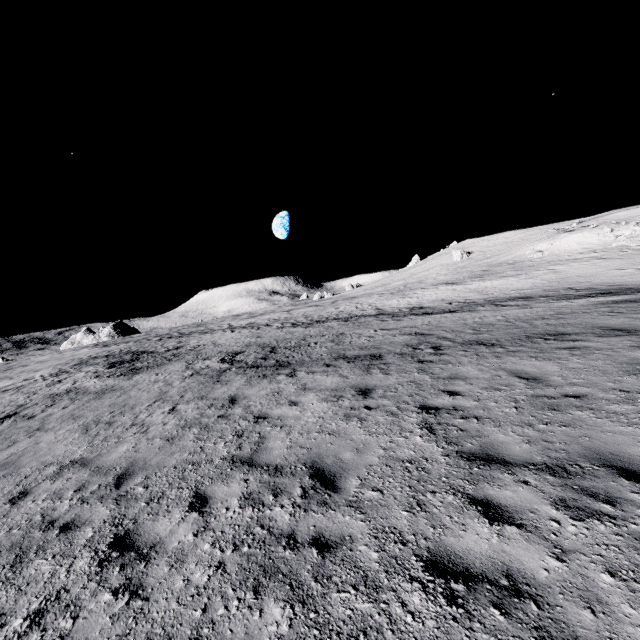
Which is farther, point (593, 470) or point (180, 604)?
point (593, 470)
